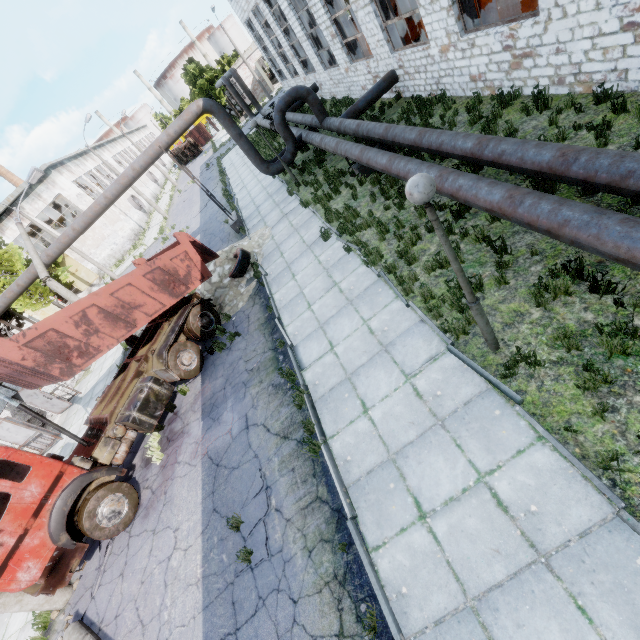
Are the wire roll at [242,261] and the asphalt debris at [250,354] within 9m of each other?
yes

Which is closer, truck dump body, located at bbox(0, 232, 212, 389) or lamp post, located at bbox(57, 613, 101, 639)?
lamp post, located at bbox(57, 613, 101, 639)

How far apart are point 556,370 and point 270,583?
5.7 meters

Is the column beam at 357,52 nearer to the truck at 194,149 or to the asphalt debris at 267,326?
the asphalt debris at 267,326

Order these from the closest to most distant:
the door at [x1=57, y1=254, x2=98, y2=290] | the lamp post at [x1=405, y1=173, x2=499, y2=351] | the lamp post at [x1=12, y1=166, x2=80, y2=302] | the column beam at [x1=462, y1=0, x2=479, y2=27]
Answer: the lamp post at [x1=405, y1=173, x2=499, y2=351]
the column beam at [x1=462, y1=0, x2=479, y2=27]
the lamp post at [x1=12, y1=166, x2=80, y2=302]
the door at [x1=57, y1=254, x2=98, y2=290]

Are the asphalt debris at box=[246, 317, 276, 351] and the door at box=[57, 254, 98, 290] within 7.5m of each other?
no

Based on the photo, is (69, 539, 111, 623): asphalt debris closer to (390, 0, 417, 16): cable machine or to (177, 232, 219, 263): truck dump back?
(177, 232, 219, 263): truck dump back

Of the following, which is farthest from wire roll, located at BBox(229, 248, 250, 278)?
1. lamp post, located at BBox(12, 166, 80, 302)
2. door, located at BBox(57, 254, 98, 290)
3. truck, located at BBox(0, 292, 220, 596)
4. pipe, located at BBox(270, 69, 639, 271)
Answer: door, located at BBox(57, 254, 98, 290)
